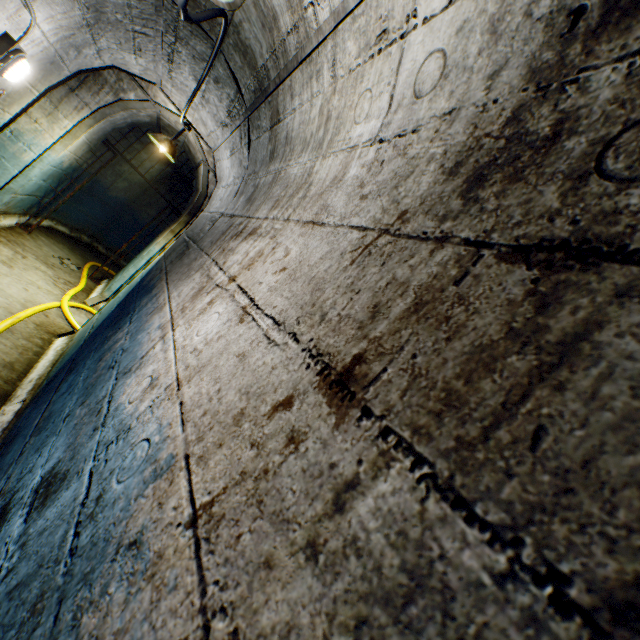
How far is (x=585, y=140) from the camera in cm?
49

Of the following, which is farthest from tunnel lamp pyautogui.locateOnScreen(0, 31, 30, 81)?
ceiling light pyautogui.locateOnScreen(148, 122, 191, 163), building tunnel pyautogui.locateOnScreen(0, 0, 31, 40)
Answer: ceiling light pyautogui.locateOnScreen(148, 122, 191, 163)

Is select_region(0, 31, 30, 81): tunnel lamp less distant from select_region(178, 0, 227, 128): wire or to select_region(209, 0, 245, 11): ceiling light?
select_region(178, 0, 227, 128): wire

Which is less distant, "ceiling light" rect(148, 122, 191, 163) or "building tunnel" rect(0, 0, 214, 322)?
"building tunnel" rect(0, 0, 214, 322)

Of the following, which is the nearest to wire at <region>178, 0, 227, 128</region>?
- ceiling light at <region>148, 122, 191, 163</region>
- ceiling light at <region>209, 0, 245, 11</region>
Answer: ceiling light at <region>209, 0, 245, 11</region>

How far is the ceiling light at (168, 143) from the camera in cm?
425

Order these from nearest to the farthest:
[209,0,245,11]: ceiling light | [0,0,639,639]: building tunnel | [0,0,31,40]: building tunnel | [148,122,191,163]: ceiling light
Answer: [0,0,639,639]: building tunnel → [209,0,245,11]: ceiling light → [0,0,31,40]: building tunnel → [148,122,191,163]: ceiling light

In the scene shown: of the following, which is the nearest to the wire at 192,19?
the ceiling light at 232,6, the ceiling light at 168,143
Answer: the ceiling light at 232,6
